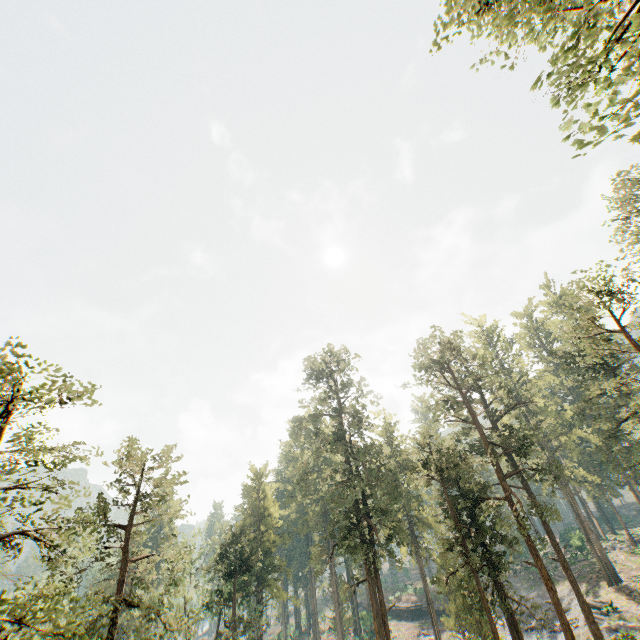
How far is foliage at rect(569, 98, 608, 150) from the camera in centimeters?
617cm

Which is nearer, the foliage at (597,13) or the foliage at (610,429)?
the foliage at (597,13)

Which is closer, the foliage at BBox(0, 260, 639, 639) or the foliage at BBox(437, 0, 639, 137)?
the foliage at BBox(437, 0, 639, 137)

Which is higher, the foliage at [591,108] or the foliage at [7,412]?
the foliage at [591,108]

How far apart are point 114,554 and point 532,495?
62.3m

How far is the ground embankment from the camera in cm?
5286

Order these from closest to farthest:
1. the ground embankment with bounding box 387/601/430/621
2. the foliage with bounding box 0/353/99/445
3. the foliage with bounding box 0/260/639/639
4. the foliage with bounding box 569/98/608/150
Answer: the foliage with bounding box 569/98/608/150
the foliage with bounding box 0/353/99/445
the foliage with bounding box 0/260/639/639
the ground embankment with bounding box 387/601/430/621
